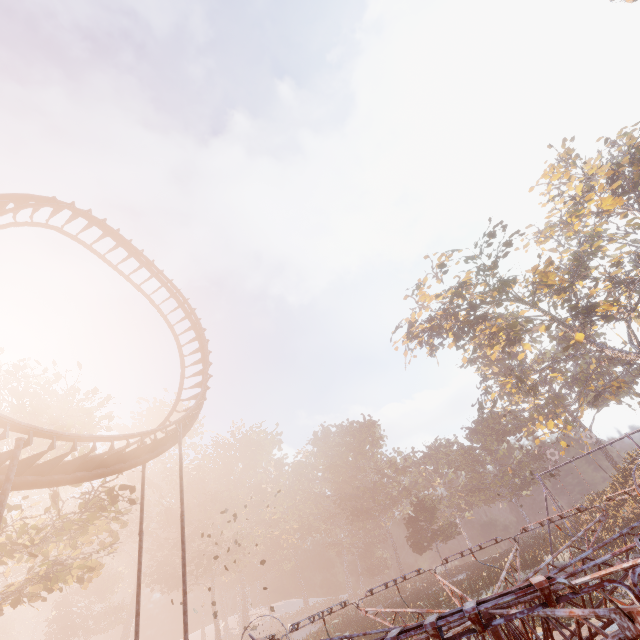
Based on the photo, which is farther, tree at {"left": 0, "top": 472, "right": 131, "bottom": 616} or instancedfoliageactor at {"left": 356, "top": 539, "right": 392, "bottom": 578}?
instancedfoliageactor at {"left": 356, "top": 539, "right": 392, "bottom": 578}

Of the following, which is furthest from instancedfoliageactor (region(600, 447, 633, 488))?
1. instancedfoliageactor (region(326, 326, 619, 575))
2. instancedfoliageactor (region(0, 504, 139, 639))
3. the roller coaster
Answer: instancedfoliageactor (region(0, 504, 139, 639))

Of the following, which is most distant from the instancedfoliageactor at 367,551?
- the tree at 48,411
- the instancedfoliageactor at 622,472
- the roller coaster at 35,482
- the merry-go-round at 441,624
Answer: the instancedfoliageactor at 622,472

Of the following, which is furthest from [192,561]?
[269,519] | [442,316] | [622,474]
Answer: [622,474]

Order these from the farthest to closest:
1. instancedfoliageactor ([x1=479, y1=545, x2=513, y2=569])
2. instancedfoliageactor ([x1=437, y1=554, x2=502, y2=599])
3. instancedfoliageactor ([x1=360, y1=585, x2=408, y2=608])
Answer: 1. instancedfoliageactor ([x1=360, y1=585, x2=408, y2=608])
2. instancedfoliageactor ([x1=479, y1=545, x2=513, y2=569])
3. instancedfoliageactor ([x1=437, y1=554, x2=502, y2=599])

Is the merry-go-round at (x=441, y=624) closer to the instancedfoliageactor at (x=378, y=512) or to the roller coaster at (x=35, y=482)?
the roller coaster at (x=35, y=482)

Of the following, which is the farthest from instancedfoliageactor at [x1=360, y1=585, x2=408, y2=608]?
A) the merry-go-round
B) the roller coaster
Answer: the roller coaster

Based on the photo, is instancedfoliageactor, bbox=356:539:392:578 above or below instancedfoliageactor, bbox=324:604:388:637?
above
